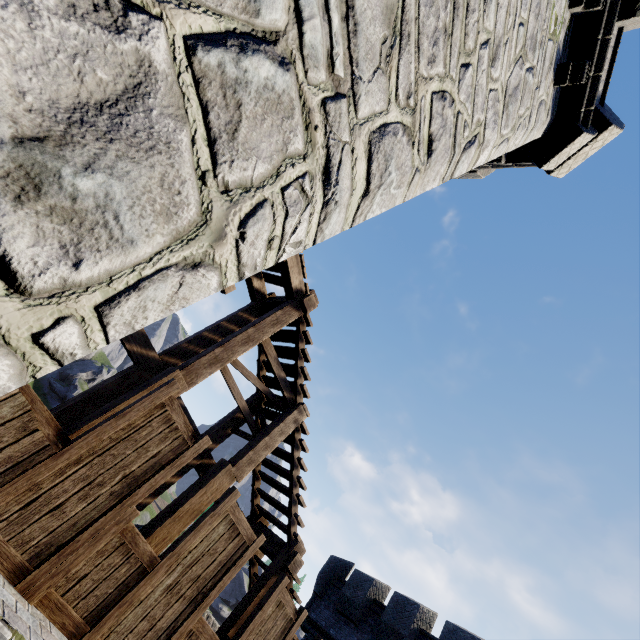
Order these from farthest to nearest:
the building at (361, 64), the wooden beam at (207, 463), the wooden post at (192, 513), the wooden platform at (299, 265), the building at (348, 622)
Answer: the building at (348, 622) → the wooden beam at (207, 463) → the wooden platform at (299, 265) → the wooden post at (192, 513) → the building at (361, 64)

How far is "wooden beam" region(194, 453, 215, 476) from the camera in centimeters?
686cm

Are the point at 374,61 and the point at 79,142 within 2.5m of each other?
yes

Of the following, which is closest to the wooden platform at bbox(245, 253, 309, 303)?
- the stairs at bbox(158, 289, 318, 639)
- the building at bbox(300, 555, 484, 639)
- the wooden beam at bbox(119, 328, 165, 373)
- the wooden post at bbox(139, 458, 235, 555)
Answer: the stairs at bbox(158, 289, 318, 639)

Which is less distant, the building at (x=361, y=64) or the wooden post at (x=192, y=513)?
the building at (x=361, y=64)

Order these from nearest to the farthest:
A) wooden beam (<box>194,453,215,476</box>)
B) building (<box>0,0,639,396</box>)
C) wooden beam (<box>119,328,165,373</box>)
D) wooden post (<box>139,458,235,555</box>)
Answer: building (<box>0,0,639,396</box>), wooden post (<box>139,458,235,555</box>), wooden beam (<box>119,328,165,373</box>), wooden beam (<box>194,453,215,476</box>)

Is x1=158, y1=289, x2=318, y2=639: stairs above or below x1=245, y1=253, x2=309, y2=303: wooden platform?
below
